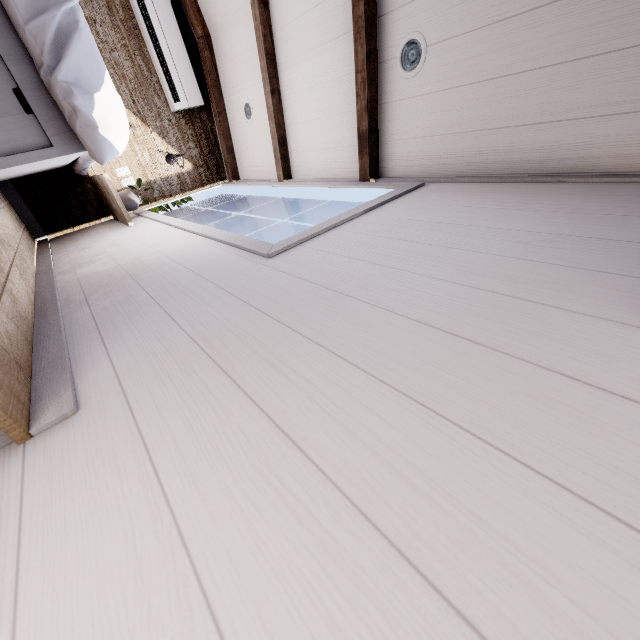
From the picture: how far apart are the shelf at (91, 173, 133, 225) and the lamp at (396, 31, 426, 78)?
2.39m

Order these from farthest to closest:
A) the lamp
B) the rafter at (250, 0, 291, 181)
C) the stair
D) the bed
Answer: the rafter at (250, 0, 291, 181) < the lamp < the bed < the stair

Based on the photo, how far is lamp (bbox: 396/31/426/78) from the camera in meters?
1.8 m

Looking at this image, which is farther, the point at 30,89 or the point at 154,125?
the point at 154,125

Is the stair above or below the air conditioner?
below

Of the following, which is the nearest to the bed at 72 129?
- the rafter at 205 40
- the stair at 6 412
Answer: the stair at 6 412

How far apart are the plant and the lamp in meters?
2.5

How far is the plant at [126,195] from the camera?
3.1m
